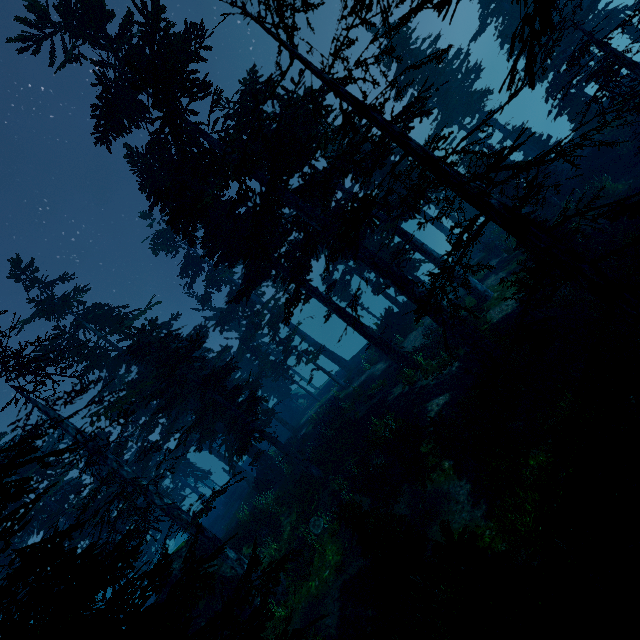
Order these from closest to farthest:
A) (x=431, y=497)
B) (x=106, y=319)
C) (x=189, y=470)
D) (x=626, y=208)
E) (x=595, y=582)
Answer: (x=626, y=208)
(x=595, y=582)
(x=431, y=497)
(x=106, y=319)
(x=189, y=470)

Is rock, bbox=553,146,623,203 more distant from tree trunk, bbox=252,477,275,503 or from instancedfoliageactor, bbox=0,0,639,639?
tree trunk, bbox=252,477,275,503

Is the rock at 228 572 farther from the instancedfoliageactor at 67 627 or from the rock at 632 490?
the rock at 632 490

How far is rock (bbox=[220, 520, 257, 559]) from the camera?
17.9 meters

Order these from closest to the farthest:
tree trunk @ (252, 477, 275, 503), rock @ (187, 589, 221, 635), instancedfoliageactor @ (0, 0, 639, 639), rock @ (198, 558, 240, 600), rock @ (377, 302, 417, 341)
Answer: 1. instancedfoliageactor @ (0, 0, 639, 639)
2. rock @ (187, 589, 221, 635)
3. rock @ (198, 558, 240, 600)
4. tree trunk @ (252, 477, 275, 503)
5. rock @ (377, 302, 417, 341)

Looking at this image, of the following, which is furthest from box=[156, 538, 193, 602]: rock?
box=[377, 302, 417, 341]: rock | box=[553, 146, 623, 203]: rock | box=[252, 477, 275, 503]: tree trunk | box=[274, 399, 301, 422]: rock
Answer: box=[553, 146, 623, 203]: rock

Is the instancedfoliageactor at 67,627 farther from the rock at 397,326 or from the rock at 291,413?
the rock at 397,326

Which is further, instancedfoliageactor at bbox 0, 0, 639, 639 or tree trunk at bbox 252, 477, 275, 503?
tree trunk at bbox 252, 477, 275, 503
